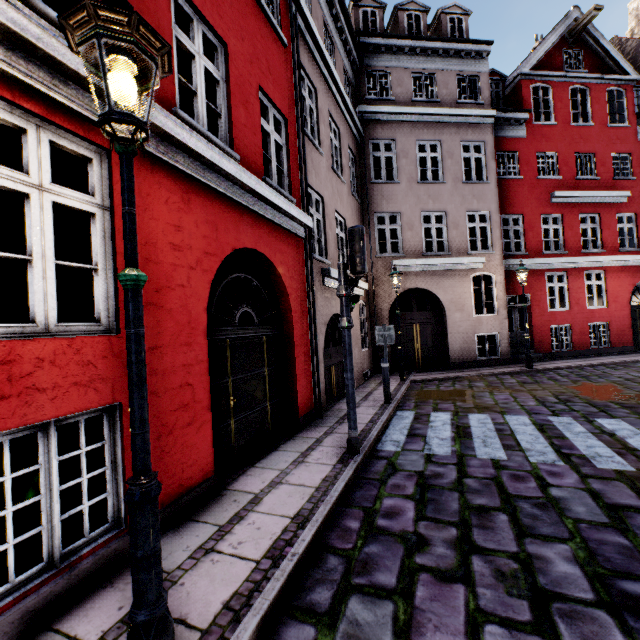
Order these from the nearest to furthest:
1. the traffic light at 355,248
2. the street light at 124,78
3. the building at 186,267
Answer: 1. the street light at 124,78
2. the building at 186,267
3. the traffic light at 355,248

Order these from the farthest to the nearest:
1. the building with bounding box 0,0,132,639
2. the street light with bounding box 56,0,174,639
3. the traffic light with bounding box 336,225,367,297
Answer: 1. the traffic light with bounding box 336,225,367,297
2. the building with bounding box 0,0,132,639
3. the street light with bounding box 56,0,174,639

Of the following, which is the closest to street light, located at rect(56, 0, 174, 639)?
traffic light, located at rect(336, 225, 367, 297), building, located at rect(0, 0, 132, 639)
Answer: building, located at rect(0, 0, 132, 639)

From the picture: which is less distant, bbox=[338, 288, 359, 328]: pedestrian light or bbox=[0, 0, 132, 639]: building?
bbox=[0, 0, 132, 639]: building

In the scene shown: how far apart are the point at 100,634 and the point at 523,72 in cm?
2103

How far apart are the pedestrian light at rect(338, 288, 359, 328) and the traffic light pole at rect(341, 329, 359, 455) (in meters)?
0.03

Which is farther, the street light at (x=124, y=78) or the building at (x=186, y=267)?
the building at (x=186, y=267)

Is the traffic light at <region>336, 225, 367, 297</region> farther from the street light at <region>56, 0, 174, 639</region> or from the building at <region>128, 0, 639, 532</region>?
the street light at <region>56, 0, 174, 639</region>
